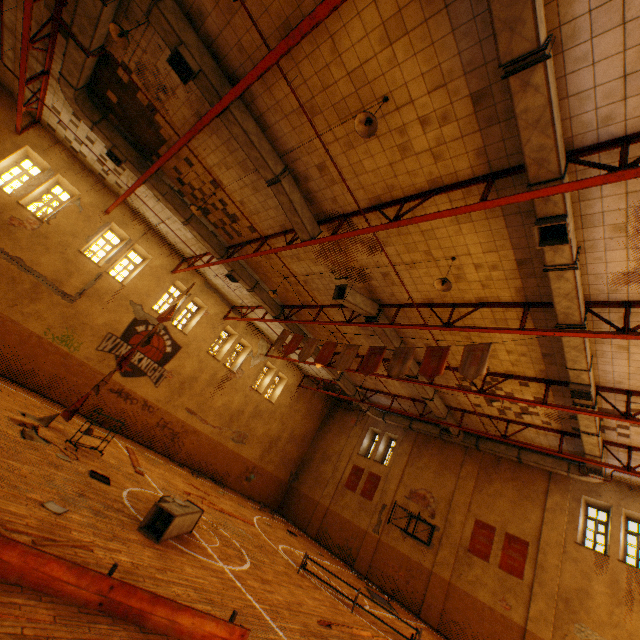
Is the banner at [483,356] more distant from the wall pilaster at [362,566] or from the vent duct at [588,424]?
the wall pilaster at [362,566]

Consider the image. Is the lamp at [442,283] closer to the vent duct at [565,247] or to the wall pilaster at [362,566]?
the vent duct at [565,247]

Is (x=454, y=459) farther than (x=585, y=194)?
Yes

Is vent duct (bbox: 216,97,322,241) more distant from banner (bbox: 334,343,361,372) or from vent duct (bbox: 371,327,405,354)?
banner (bbox: 334,343,361,372)

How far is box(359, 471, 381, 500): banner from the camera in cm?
2003

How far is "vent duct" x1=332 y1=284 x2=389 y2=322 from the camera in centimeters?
1090cm

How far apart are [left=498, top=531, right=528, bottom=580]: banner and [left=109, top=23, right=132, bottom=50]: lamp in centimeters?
2242cm

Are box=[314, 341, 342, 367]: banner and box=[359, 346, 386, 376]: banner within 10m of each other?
yes
